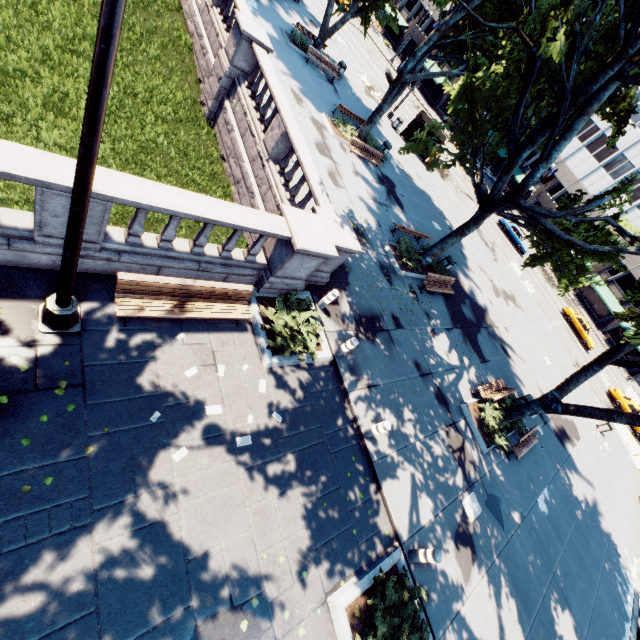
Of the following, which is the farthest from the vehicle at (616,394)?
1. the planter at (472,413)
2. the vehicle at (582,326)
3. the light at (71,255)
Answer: the light at (71,255)

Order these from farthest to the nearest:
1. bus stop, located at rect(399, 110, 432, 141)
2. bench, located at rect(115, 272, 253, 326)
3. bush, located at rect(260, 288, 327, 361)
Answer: bus stop, located at rect(399, 110, 432, 141)
bush, located at rect(260, 288, 327, 361)
bench, located at rect(115, 272, 253, 326)

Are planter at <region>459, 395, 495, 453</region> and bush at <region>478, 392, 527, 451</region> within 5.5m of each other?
yes

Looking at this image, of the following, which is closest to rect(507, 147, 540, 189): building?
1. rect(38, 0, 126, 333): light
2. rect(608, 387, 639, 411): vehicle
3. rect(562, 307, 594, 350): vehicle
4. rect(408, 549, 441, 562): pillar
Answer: rect(562, 307, 594, 350): vehicle

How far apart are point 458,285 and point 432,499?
13.7m

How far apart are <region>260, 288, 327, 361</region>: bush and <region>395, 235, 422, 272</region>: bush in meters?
7.1 m

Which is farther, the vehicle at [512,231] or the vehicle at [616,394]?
the vehicle at [512,231]

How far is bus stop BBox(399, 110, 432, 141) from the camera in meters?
27.9 m
